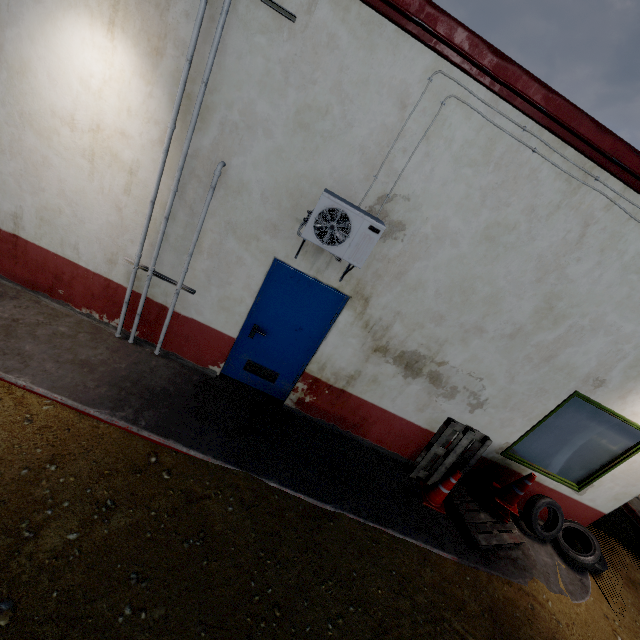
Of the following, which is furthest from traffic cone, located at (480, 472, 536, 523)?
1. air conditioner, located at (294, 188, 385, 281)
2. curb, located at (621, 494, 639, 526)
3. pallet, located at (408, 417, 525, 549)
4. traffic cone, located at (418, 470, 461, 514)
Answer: curb, located at (621, 494, 639, 526)

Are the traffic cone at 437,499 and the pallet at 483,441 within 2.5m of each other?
yes

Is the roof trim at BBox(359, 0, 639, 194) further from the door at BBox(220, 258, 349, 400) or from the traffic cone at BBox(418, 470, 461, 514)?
the traffic cone at BBox(418, 470, 461, 514)

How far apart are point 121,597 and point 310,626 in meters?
1.7 m

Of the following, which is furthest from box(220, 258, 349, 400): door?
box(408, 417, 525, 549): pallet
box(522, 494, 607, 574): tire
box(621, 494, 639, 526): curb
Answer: box(621, 494, 639, 526): curb

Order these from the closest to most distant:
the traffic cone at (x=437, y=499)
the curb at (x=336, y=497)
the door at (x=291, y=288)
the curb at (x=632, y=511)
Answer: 1. the curb at (x=336, y=497)
2. the door at (x=291, y=288)
3. the traffic cone at (x=437, y=499)
4. the curb at (x=632, y=511)

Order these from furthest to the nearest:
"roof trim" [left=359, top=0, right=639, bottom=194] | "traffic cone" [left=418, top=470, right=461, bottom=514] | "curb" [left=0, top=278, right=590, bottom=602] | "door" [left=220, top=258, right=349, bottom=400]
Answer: "traffic cone" [left=418, top=470, right=461, bottom=514], "door" [left=220, top=258, right=349, bottom=400], "curb" [left=0, top=278, right=590, bottom=602], "roof trim" [left=359, top=0, right=639, bottom=194]

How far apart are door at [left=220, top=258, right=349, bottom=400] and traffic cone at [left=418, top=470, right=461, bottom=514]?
2.7m
